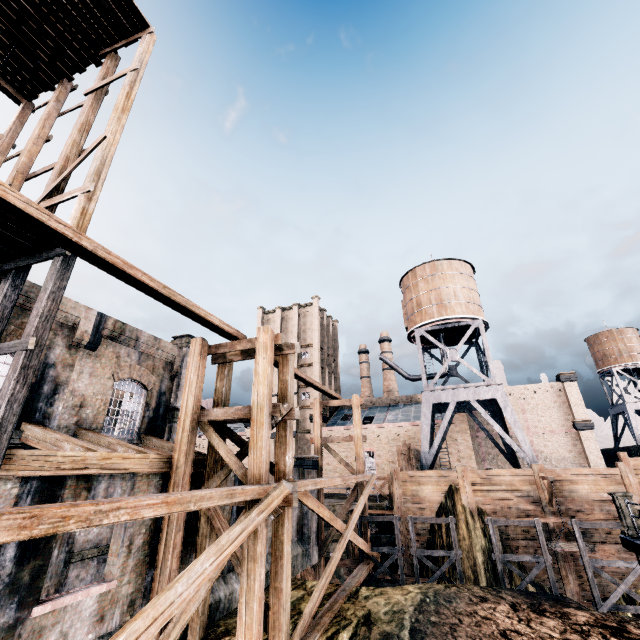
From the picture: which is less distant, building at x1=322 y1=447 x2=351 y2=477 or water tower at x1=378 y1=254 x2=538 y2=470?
water tower at x1=378 y1=254 x2=538 y2=470

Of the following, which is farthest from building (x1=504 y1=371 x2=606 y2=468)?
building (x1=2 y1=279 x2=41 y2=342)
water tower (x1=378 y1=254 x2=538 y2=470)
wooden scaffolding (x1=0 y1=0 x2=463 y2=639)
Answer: wooden scaffolding (x1=0 y1=0 x2=463 y2=639)

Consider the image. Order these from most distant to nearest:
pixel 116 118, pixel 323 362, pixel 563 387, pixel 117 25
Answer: pixel 323 362, pixel 563 387, pixel 117 25, pixel 116 118

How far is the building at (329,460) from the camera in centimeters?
4203cm

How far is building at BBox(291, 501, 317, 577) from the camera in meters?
19.0

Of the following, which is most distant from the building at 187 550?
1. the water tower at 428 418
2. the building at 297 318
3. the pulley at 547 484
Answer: the building at 297 318

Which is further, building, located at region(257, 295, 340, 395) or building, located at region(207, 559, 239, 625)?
building, located at region(257, 295, 340, 395)

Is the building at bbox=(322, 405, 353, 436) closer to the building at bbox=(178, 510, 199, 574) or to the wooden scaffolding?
the building at bbox=(178, 510, 199, 574)
